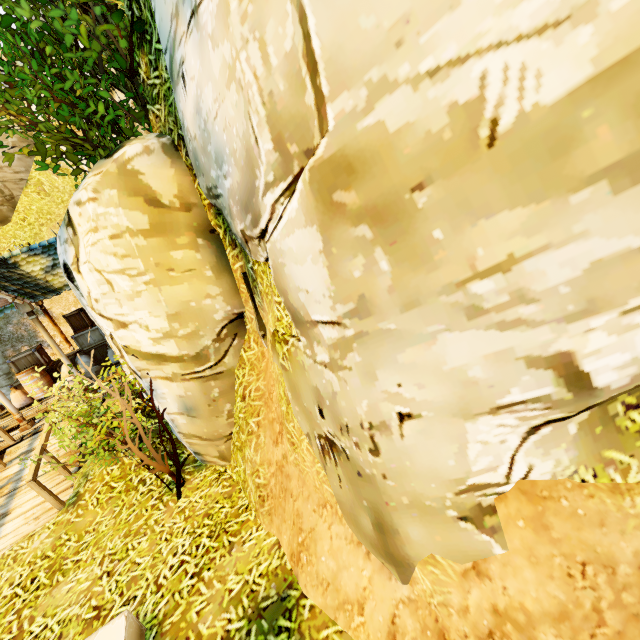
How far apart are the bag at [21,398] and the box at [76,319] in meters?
2.1

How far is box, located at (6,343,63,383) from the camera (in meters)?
10.67

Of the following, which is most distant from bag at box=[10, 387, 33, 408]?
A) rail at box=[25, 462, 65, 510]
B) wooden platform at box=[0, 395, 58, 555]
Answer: rail at box=[25, 462, 65, 510]

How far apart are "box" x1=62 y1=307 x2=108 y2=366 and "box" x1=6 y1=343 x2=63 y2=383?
0.39m

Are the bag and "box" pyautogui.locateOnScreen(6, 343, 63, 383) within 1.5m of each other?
yes

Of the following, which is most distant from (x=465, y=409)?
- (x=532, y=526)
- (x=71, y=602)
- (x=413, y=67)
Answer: (x=71, y=602)

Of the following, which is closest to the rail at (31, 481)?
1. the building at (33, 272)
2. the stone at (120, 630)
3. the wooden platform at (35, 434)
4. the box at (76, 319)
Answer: the wooden platform at (35, 434)

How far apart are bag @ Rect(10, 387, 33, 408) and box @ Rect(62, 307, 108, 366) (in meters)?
2.10
